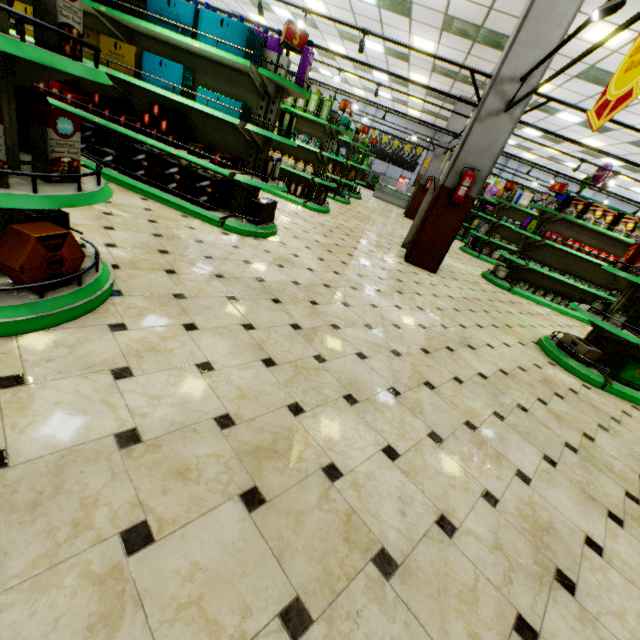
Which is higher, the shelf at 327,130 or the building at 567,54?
the building at 567,54

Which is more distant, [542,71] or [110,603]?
[542,71]

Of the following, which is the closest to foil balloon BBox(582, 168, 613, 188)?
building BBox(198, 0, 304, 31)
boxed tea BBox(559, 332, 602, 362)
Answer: building BBox(198, 0, 304, 31)

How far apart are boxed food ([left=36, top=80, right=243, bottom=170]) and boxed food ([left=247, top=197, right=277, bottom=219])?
1.1m

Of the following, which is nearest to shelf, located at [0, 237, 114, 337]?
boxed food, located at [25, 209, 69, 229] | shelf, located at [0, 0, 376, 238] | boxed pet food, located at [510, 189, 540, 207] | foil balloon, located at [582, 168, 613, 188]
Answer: boxed food, located at [25, 209, 69, 229]

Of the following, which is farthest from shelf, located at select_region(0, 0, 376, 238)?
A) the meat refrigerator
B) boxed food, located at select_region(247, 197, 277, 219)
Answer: the meat refrigerator

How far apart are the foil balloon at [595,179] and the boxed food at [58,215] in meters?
12.8 m

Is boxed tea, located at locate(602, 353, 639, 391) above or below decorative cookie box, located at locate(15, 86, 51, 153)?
below
